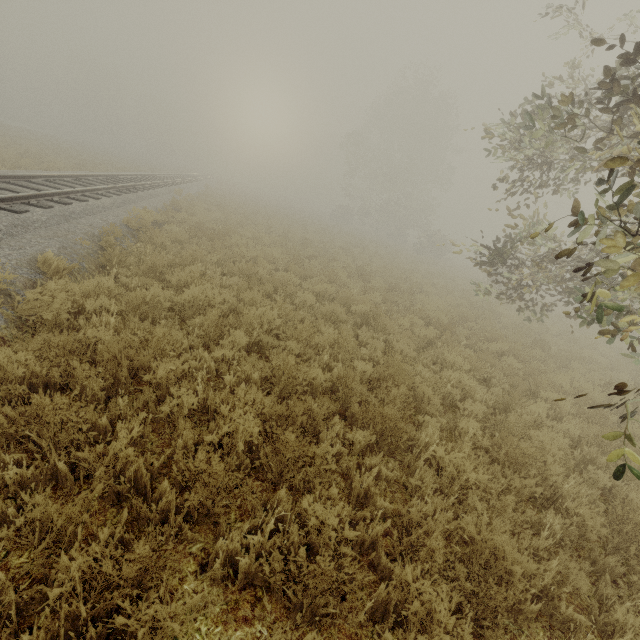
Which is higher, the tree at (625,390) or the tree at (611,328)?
the tree at (611,328)

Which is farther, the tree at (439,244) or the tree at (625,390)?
the tree at (439,244)

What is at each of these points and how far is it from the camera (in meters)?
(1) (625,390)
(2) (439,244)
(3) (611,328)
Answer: (1) tree, 2.54
(2) tree, 33.06
(3) tree, 18.91

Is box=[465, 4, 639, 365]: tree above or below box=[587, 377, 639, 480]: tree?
above

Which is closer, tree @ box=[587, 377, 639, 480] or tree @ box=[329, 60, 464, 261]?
tree @ box=[587, 377, 639, 480]

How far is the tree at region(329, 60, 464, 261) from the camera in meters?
36.5
